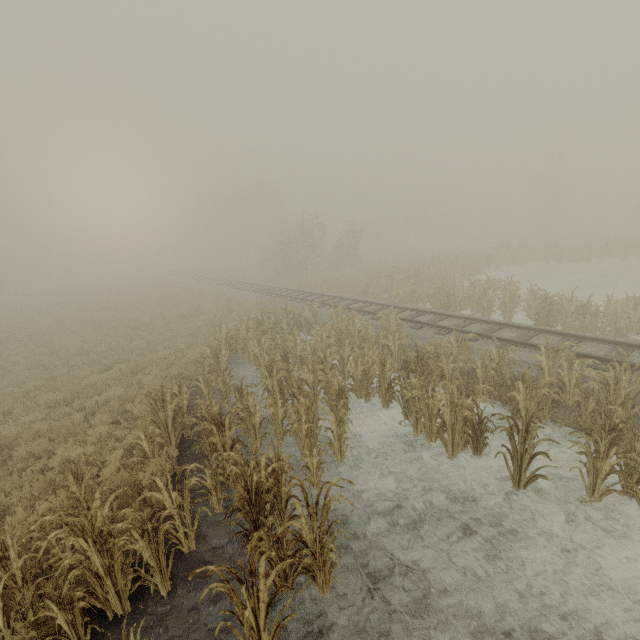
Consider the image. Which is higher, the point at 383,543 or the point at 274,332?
the point at 274,332
